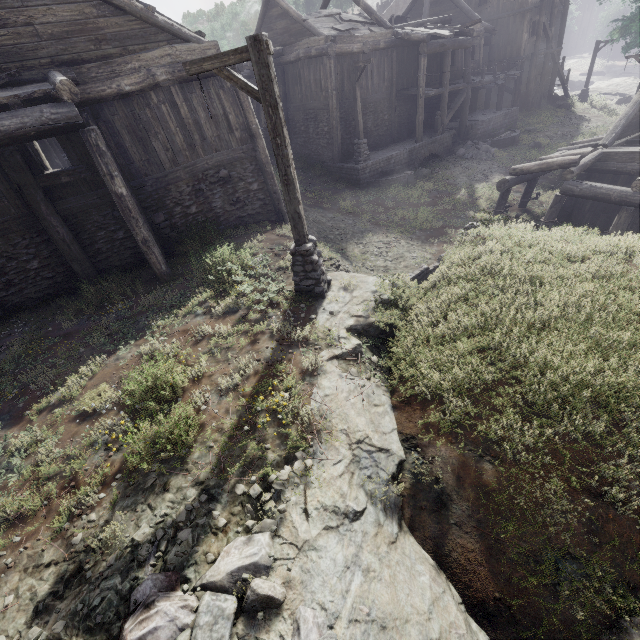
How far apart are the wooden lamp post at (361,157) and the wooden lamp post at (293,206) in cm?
1301

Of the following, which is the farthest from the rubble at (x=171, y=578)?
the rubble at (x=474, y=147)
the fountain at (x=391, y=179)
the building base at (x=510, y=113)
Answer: the rubble at (x=474, y=147)

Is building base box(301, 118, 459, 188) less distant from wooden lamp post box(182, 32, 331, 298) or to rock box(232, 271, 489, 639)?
rock box(232, 271, 489, 639)

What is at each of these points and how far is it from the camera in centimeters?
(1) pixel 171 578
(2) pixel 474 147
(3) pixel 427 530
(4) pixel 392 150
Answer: (1) rubble, 346cm
(2) rubble, 2202cm
(3) shelter, 394cm
(4) building base, 2033cm

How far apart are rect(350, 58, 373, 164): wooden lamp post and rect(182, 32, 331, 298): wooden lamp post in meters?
13.0 m

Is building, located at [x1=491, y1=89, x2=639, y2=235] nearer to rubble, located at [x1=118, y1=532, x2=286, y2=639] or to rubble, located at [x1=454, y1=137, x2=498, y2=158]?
rubble, located at [x1=454, y1=137, x2=498, y2=158]

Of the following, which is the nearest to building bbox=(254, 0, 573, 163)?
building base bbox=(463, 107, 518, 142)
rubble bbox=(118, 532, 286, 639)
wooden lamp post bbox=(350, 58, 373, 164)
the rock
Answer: building base bbox=(463, 107, 518, 142)

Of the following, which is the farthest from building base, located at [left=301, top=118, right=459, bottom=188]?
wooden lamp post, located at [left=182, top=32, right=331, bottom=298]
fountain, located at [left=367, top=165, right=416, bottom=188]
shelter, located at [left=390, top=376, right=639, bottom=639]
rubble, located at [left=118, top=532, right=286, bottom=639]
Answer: rubble, located at [left=118, top=532, right=286, bottom=639]
